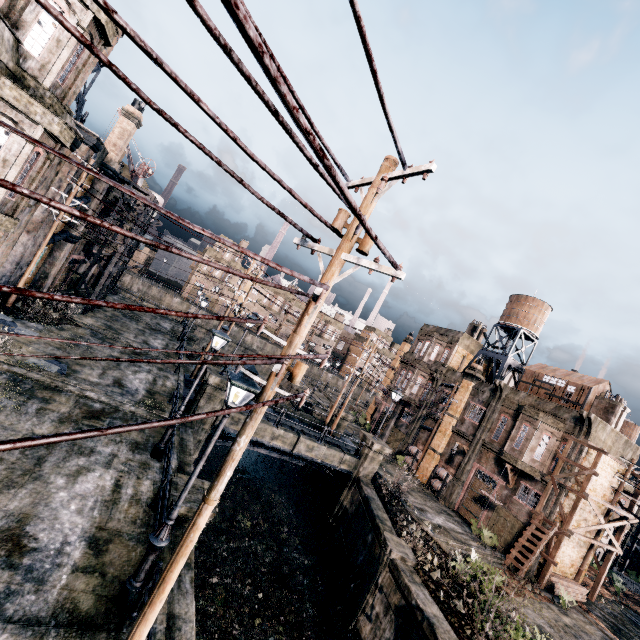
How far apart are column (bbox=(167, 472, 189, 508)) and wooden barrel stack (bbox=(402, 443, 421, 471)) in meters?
26.4

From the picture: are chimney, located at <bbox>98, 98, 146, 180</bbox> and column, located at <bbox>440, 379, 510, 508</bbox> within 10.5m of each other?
no

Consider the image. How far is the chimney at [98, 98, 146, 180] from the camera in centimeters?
2444cm

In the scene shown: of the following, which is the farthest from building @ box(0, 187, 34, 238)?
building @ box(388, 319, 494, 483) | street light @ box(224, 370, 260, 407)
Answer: building @ box(388, 319, 494, 483)

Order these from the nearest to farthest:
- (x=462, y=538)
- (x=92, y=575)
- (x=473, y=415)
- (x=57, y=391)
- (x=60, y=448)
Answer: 1. (x=92, y=575)
2. (x=60, y=448)
3. (x=57, y=391)
4. (x=462, y=538)
5. (x=473, y=415)

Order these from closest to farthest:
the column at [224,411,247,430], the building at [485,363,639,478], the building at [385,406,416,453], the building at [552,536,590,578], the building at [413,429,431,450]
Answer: the column at [224,411,247,430]
the building at [552,536,590,578]
the building at [485,363,639,478]
the building at [413,429,431,450]
the building at [385,406,416,453]

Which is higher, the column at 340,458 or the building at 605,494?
the building at 605,494

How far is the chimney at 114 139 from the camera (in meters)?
24.44
